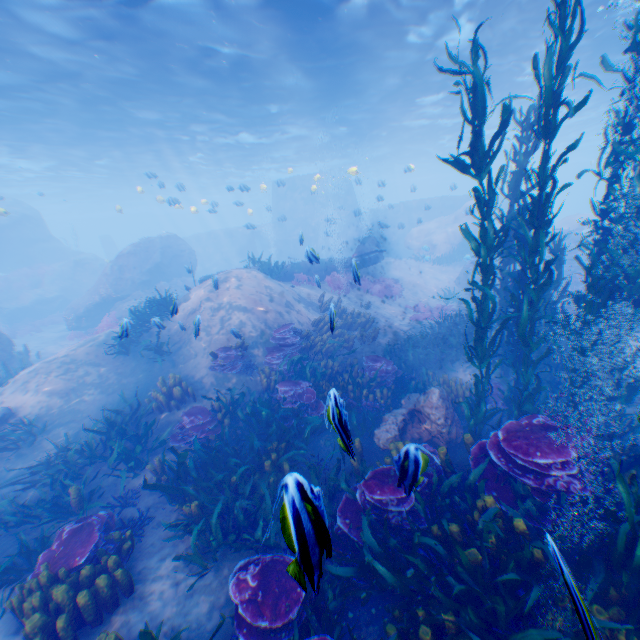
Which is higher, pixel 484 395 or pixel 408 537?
pixel 484 395

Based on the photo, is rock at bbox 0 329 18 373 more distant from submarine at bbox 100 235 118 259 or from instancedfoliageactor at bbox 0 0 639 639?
submarine at bbox 100 235 118 259

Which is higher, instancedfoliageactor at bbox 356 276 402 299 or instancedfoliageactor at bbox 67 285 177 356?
instancedfoliageactor at bbox 67 285 177 356

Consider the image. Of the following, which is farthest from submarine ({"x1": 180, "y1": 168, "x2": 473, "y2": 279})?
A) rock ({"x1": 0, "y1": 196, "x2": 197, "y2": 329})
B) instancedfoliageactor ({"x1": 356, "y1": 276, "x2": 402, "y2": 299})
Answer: instancedfoliageactor ({"x1": 356, "y1": 276, "x2": 402, "y2": 299})

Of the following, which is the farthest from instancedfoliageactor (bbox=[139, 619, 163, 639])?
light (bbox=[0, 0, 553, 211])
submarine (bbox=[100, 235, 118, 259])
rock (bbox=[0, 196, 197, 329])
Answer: submarine (bbox=[100, 235, 118, 259])

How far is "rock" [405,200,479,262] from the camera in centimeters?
2561cm

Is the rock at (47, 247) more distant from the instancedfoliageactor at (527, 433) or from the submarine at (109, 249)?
the submarine at (109, 249)

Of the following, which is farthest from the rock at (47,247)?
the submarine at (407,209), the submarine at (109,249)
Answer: the submarine at (109,249)
